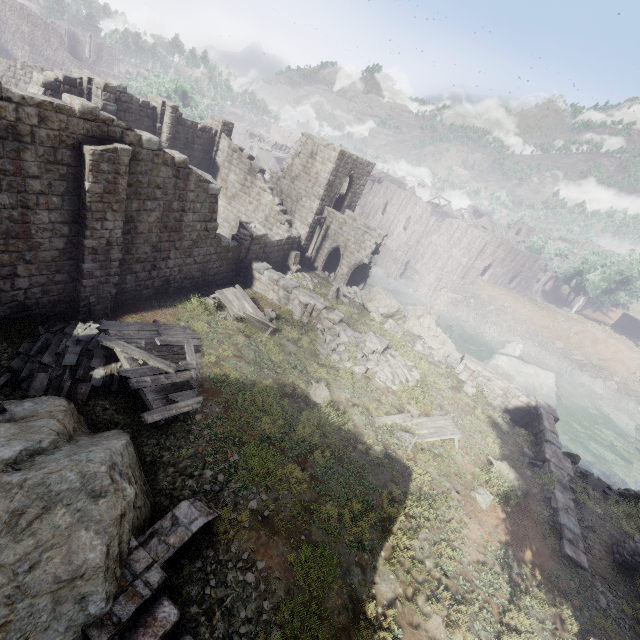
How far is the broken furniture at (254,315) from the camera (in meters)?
16.28

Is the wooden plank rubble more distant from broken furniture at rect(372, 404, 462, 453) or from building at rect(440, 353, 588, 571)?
building at rect(440, 353, 588, 571)

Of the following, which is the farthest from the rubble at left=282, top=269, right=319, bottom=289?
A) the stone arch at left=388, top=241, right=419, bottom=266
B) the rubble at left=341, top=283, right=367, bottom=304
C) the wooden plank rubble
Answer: the stone arch at left=388, top=241, right=419, bottom=266

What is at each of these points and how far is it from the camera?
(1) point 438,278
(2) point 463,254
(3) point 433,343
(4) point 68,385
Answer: (1) stone arch, 45.72m
(2) building, 45.94m
(3) rock, 24.12m
(4) rubble, 9.73m

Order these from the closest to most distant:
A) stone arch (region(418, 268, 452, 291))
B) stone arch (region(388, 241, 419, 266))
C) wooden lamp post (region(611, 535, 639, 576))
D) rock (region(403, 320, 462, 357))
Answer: wooden lamp post (region(611, 535, 639, 576))
rock (region(403, 320, 462, 357))
stone arch (region(418, 268, 452, 291))
stone arch (region(388, 241, 419, 266))

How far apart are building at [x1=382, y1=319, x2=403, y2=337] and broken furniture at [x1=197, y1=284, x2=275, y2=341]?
8.1m

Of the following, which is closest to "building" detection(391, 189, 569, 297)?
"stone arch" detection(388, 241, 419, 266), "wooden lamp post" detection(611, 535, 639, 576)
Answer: "stone arch" detection(388, 241, 419, 266)

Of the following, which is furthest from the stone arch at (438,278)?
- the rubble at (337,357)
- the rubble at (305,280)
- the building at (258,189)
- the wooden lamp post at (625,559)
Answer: the wooden lamp post at (625,559)
